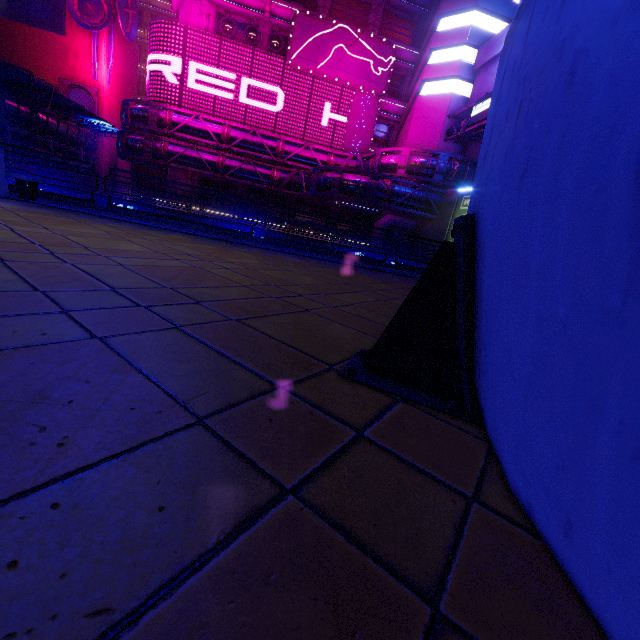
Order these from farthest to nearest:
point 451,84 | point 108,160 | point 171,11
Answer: point 171,11
point 108,160
point 451,84

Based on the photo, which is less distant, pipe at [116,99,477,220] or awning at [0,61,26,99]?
awning at [0,61,26,99]

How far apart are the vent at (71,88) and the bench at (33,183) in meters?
37.1

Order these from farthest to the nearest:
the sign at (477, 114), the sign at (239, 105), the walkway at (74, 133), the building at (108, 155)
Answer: the building at (108, 155) → the sign at (239, 105) → the walkway at (74, 133) → the sign at (477, 114)

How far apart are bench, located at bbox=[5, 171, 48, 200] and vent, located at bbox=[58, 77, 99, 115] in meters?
37.1 m

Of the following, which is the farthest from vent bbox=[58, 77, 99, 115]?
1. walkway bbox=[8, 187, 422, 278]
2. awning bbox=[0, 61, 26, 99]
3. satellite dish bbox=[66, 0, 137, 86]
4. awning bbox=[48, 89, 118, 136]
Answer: walkway bbox=[8, 187, 422, 278]

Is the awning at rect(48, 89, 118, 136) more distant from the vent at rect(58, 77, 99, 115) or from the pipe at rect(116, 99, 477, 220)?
the vent at rect(58, 77, 99, 115)

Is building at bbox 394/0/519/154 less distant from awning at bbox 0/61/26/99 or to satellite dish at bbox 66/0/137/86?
awning at bbox 0/61/26/99
